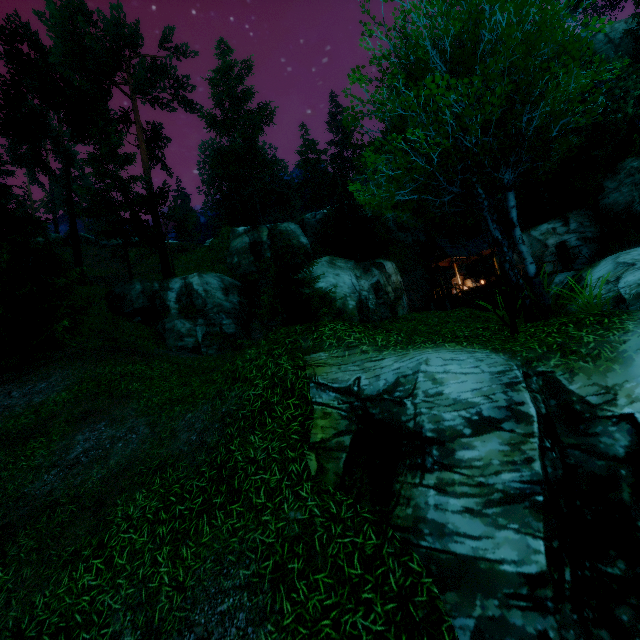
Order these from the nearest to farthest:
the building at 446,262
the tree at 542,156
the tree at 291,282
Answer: the tree at 542,156 → the tree at 291,282 → the building at 446,262

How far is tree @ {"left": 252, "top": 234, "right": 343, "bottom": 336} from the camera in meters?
15.6 m

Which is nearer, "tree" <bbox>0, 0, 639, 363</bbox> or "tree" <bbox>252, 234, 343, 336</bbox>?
"tree" <bbox>0, 0, 639, 363</bbox>

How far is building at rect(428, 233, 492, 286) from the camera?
27.6 meters

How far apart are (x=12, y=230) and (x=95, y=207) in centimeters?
544cm

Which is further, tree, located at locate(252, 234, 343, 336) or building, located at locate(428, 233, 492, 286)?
building, located at locate(428, 233, 492, 286)

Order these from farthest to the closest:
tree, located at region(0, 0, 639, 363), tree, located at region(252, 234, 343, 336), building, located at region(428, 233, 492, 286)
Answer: building, located at region(428, 233, 492, 286) < tree, located at region(252, 234, 343, 336) < tree, located at region(0, 0, 639, 363)

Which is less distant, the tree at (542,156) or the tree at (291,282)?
the tree at (542,156)
